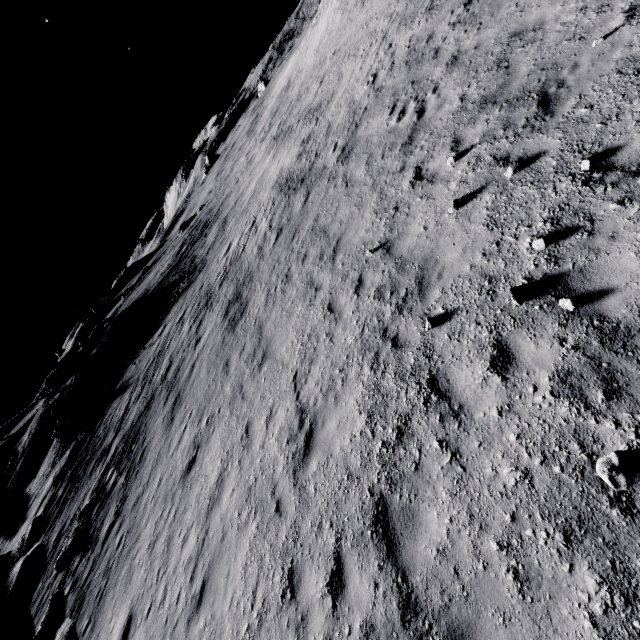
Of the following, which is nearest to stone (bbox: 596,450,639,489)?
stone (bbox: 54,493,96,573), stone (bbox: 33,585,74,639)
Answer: stone (bbox: 33,585,74,639)

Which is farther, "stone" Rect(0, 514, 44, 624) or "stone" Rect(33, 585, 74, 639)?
"stone" Rect(0, 514, 44, 624)

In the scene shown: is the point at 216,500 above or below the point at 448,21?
below

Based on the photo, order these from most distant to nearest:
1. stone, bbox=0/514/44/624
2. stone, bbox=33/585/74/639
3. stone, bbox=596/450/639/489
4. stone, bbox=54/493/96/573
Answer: stone, bbox=0/514/44/624 → stone, bbox=54/493/96/573 → stone, bbox=33/585/74/639 → stone, bbox=596/450/639/489

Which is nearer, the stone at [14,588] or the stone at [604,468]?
the stone at [604,468]

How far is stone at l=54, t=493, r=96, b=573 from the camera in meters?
14.2 m

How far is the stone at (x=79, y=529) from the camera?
14.2m

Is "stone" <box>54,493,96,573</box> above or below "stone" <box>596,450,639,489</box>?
above
